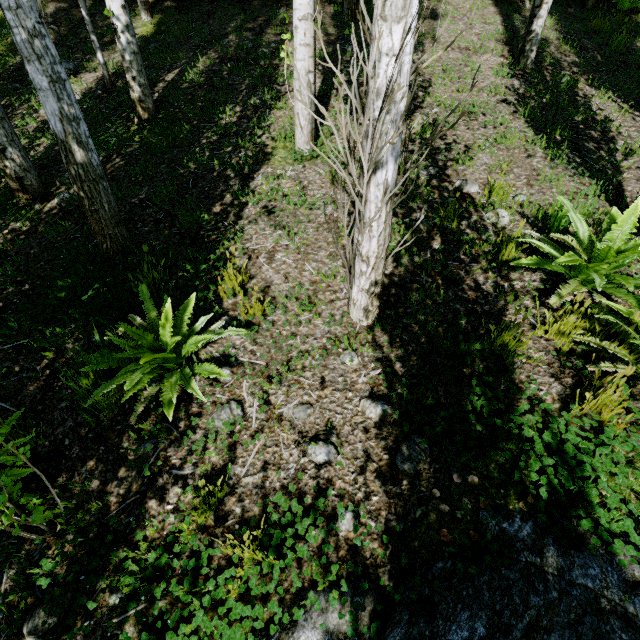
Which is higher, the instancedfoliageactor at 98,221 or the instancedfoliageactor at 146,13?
the instancedfoliageactor at 146,13

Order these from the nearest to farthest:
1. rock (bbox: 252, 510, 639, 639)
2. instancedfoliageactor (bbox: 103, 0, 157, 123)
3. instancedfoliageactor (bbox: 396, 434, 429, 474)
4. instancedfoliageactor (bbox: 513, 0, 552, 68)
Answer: rock (bbox: 252, 510, 639, 639), instancedfoliageactor (bbox: 396, 434, 429, 474), instancedfoliageactor (bbox: 103, 0, 157, 123), instancedfoliageactor (bbox: 513, 0, 552, 68)

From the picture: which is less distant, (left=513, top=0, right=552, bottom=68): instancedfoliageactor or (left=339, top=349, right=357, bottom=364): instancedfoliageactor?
(left=339, top=349, right=357, bottom=364): instancedfoliageactor

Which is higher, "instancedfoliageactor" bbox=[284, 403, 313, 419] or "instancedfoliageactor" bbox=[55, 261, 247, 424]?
"instancedfoliageactor" bbox=[55, 261, 247, 424]

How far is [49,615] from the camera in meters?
1.7

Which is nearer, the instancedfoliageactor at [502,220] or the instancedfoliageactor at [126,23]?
the instancedfoliageactor at [502,220]
